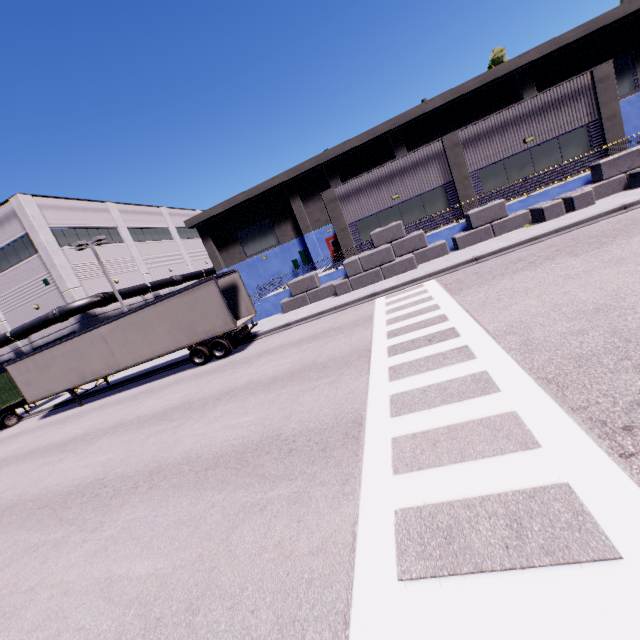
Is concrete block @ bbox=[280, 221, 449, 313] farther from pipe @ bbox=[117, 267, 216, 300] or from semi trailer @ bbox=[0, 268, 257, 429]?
pipe @ bbox=[117, 267, 216, 300]

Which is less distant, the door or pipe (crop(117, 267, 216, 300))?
pipe (crop(117, 267, 216, 300))

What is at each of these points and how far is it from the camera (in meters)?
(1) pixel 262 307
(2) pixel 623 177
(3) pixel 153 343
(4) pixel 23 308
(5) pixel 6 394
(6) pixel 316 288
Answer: (1) building, 22.92
(2) concrete block, 16.27
(3) semi trailer, 16.81
(4) building, 26.47
(5) cargo container, 22.67
(6) concrete block, 20.84

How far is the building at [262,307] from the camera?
22.4 meters

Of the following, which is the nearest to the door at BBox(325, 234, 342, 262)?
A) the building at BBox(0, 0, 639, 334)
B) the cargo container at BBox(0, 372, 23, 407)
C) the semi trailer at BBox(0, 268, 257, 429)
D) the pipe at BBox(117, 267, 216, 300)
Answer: the building at BBox(0, 0, 639, 334)

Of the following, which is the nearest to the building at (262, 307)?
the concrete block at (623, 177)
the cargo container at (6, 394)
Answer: the concrete block at (623, 177)

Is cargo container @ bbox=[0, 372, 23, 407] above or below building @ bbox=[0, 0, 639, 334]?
below

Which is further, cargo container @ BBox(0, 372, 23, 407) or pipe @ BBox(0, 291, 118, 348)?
pipe @ BBox(0, 291, 118, 348)
